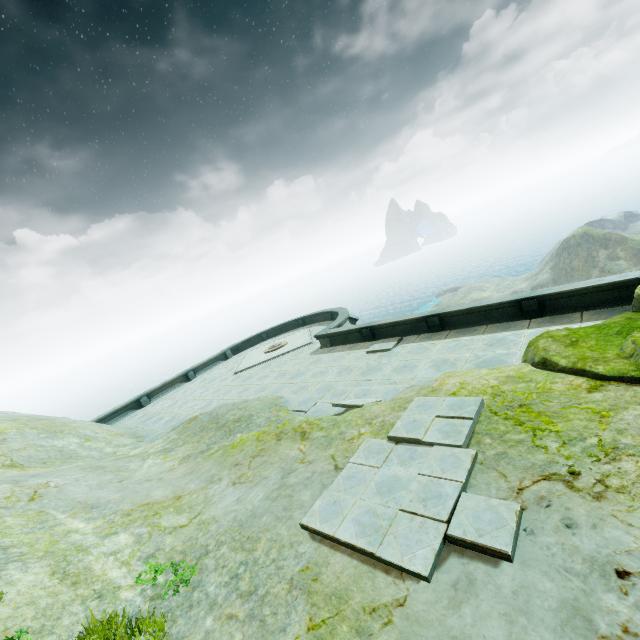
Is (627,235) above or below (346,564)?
below
